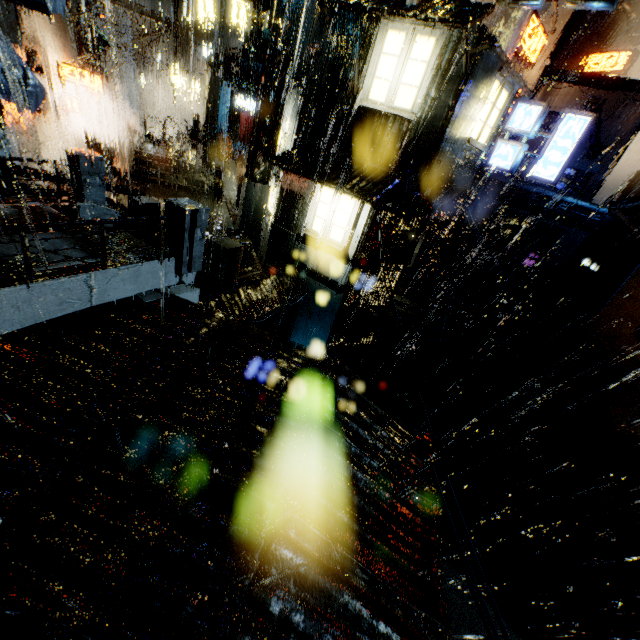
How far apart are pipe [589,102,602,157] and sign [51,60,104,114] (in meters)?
28.40

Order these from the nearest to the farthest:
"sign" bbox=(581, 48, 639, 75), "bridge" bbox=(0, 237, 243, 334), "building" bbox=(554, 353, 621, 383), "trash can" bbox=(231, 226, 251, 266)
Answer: "bridge" bbox=(0, 237, 243, 334) < "trash can" bbox=(231, 226, 251, 266) < "building" bbox=(554, 353, 621, 383) < "sign" bbox=(581, 48, 639, 75)

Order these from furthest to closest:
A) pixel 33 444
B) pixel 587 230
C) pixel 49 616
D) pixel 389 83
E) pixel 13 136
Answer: pixel 587 230 < pixel 13 136 < pixel 389 83 < pixel 33 444 < pixel 49 616

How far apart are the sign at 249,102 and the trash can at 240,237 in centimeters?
3164cm

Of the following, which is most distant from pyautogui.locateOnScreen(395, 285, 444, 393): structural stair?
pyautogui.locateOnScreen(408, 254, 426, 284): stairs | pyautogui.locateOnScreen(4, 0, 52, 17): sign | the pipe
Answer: pyautogui.locateOnScreen(4, 0, 52, 17): sign

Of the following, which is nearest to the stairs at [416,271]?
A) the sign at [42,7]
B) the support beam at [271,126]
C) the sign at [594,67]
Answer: the support beam at [271,126]

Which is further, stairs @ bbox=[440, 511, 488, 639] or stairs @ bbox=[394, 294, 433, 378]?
stairs @ bbox=[394, 294, 433, 378]

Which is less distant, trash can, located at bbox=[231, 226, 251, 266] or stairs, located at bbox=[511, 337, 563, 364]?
trash can, located at bbox=[231, 226, 251, 266]
